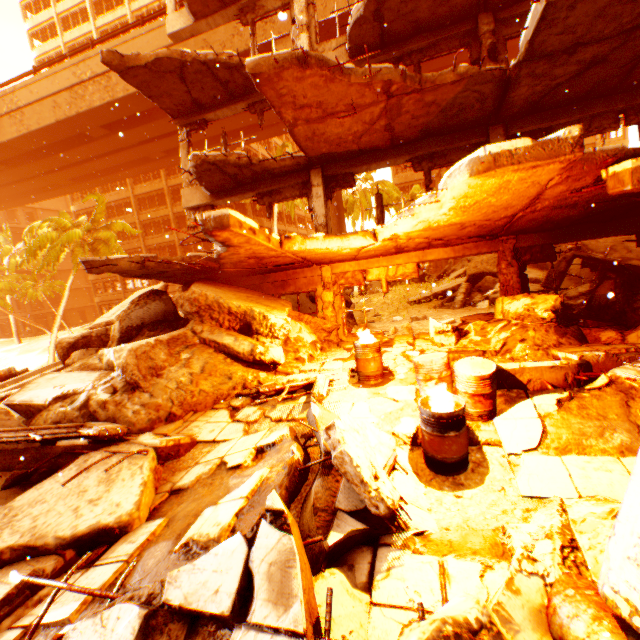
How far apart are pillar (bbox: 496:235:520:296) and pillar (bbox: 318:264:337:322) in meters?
4.6

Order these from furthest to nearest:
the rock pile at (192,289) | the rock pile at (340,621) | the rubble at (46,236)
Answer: the rubble at (46,236) < the rock pile at (192,289) < the rock pile at (340,621)

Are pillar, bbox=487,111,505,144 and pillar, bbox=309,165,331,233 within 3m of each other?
no

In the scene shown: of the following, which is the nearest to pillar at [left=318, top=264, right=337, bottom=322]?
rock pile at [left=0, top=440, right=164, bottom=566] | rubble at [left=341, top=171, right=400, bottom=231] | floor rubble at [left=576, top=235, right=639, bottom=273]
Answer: rock pile at [left=0, top=440, right=164, bottom=566]

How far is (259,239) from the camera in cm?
650

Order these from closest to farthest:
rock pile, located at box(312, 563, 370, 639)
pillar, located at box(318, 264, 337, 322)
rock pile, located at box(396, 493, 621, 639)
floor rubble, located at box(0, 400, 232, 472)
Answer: rock pile, located at box(396, 493, 621, 639) → rock pile, located at box(312, 563, 370, 639) → floor rubble, located at box(0, 400, 232, 472) → pillar, located at box(318, 264, 337, 322)

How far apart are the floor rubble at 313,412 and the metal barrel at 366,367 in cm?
194

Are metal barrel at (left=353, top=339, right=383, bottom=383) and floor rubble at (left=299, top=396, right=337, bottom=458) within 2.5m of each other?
yes
